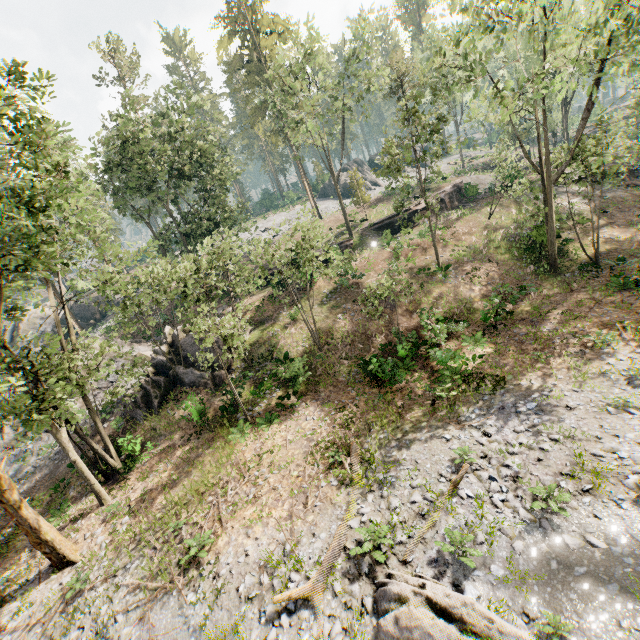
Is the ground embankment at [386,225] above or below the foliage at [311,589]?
above

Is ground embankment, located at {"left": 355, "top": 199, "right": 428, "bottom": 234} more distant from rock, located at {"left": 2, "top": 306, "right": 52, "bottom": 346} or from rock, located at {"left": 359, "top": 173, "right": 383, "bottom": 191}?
rock, located at {"left": 2, "top": 306, "right": 52, "bottom": 346}

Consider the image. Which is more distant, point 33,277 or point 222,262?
point 33,277

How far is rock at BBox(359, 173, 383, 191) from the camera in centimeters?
5759cm

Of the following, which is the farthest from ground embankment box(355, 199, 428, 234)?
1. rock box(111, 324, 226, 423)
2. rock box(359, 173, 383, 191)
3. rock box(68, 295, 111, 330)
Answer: rock box(68, 295, 111, 330)

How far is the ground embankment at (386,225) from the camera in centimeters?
3462cm

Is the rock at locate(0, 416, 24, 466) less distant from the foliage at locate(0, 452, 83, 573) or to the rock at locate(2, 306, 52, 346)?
the foliage at locate(0, 452, 83, 573)

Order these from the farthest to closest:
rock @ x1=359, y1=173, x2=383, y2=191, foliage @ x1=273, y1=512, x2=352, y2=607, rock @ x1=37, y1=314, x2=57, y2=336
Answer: rock @ x1=359, y1=173, x2=383, y2=191
rock @ x1=37, y1=314, x2=57, y2=336
foliage @ x1=273, y1=512, x2=352, y2=607
